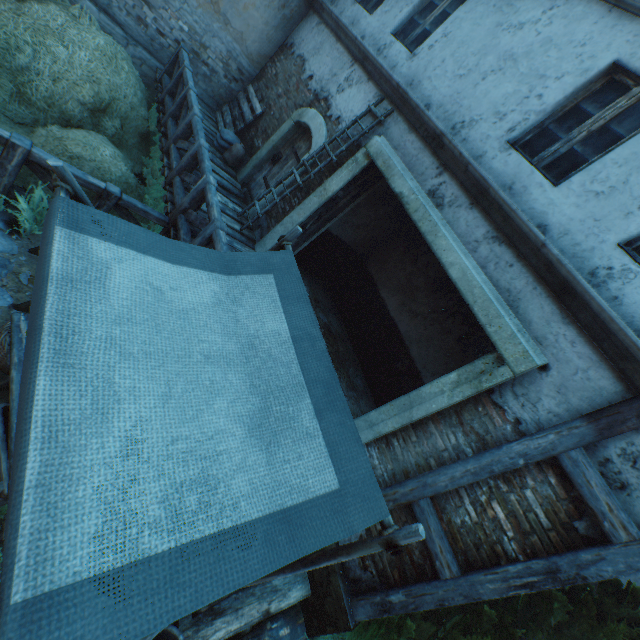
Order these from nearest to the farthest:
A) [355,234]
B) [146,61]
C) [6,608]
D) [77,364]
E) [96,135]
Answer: [6,608], [77,364], [96,135], [355,234], [146,61]

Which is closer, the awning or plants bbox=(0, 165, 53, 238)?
the awning

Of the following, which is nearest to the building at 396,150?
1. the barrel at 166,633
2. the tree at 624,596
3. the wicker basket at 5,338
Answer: the tree at 624,596

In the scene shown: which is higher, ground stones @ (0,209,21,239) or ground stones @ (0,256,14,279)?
ground stones @ (0,256,14,279)

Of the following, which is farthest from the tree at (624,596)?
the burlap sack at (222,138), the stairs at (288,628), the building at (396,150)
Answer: the burlap sack at (222,138)

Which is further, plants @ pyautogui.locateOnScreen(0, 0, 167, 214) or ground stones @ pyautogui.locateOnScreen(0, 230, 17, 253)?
plants @ pyautogui.locateOnScreen(0, 0, 167, 214)

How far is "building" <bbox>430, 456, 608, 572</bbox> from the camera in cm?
303

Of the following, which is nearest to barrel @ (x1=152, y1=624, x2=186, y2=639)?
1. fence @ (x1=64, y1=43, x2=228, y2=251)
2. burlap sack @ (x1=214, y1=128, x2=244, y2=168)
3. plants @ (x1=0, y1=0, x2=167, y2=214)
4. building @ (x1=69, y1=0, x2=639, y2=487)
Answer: fence @ (x1=64, y1=43, x2=228, y2=251)
